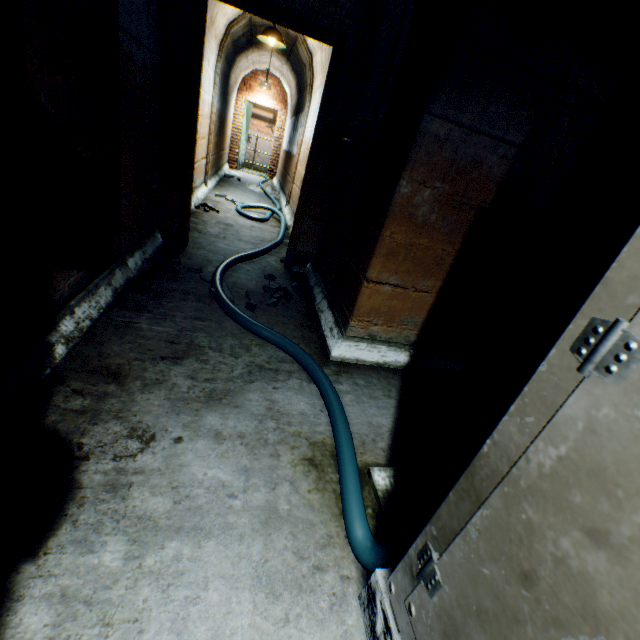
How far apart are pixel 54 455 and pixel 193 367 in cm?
74

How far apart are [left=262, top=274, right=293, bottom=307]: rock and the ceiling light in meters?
4.1

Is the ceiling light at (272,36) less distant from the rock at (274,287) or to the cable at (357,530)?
the cable at (357,530)

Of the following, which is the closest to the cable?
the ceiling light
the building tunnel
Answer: the building tunnel

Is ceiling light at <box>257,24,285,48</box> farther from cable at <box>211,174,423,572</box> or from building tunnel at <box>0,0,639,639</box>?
cable at <box>211,174,423,572</box>

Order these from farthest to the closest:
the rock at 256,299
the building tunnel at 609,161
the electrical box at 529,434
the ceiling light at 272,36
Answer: the ceiling light at 272,36, the rock at 256,299, the building tunnel at 609,161, the electrical box at 529,434

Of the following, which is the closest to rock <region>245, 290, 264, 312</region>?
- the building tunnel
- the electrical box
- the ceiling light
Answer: the building tunnel

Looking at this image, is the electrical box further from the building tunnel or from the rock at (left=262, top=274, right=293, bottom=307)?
the rock at (left=262, top=274, right=293, bottom=307)
